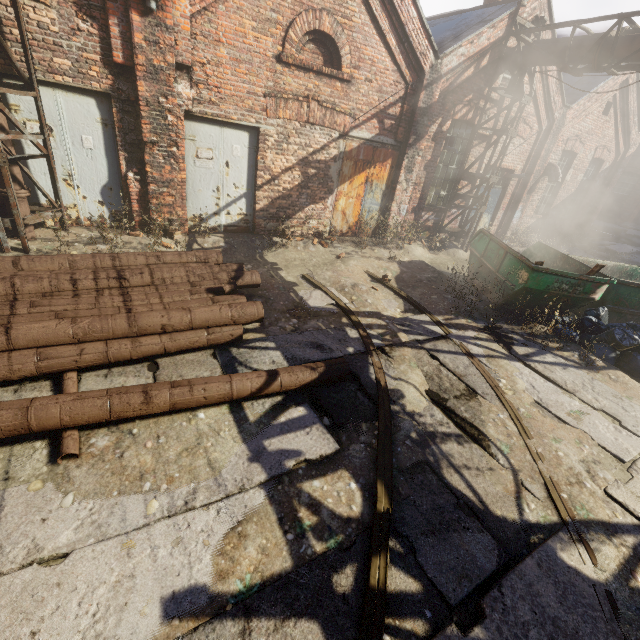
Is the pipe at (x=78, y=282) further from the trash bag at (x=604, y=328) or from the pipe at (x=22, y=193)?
the trash bag at (x=604, y=328)

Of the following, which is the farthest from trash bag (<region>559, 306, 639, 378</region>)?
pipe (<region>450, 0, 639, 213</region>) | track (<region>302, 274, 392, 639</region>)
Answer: pipe (<region>450, 0, 639, 213</region>)

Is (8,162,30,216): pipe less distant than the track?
No

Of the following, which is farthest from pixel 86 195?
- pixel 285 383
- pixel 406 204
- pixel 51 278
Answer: pixel 406 204

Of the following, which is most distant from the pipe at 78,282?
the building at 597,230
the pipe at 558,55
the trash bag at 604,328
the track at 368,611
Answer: the building at 597,230

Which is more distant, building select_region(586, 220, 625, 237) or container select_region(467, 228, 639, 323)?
building select_region(586, 220, 625, 237)

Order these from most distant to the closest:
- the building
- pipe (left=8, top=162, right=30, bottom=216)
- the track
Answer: the building → pipe (left=8, top=162, right=30, bottom=216) → the track

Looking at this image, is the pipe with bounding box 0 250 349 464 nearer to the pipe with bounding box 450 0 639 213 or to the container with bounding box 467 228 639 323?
the pipe with bounding box 450 0 639 213
